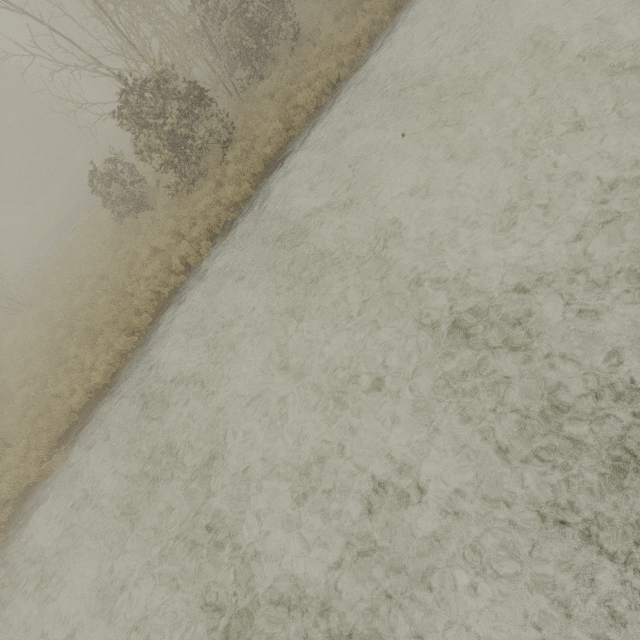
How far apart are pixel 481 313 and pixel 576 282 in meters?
1.2 m
